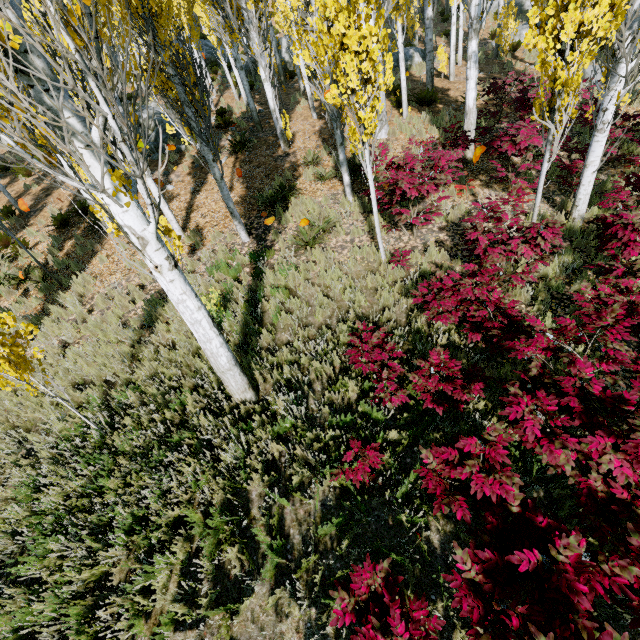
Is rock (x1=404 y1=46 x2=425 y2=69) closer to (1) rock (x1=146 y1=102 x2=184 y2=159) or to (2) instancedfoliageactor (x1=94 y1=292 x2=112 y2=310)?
(2) instancedfoliageactor (x1=94 y1=292 x2=112 y2=310)

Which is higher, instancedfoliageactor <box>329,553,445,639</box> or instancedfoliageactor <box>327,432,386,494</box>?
instancedfoliageactor <box>329,553,445,639</box>

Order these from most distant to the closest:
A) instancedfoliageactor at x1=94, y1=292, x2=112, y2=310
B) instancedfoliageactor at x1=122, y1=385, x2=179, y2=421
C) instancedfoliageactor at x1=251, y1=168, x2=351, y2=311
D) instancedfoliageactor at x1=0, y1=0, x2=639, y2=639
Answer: instancedfoliageactor at x1=94, y1=292, x2=112, y2=310, instancedfoliageactor at x1=251, y1=168, x2=351, y2=311, instancedfoliageactor at x1=122, y1=385, x2=179, y2=421, instancedfoliageactor at x1=0, y1=0, x2=639, y2=639

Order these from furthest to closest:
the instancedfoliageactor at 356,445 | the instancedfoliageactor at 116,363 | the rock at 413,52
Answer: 1. the rock at 413,52
2. the instancedfoliageactor at 116,363
3. the instancedfoliageactor at 356,445

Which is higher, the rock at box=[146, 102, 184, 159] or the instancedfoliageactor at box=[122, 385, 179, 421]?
the rock at box=[146, 102, 184, 159]

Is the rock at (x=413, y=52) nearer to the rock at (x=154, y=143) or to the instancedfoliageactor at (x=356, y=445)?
the instancedfoliageactor at (x=356, y=445)

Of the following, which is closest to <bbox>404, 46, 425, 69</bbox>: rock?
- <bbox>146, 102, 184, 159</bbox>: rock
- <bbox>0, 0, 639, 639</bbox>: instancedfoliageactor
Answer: <bbox>0, 0, 639, 639</bbox>: instancedfoliageactor

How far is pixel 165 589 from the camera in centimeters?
367cm
